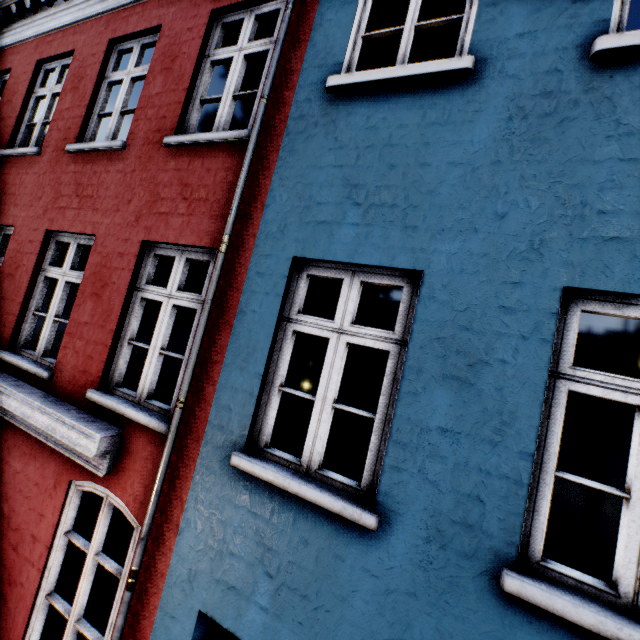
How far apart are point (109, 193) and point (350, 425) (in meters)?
6.05
